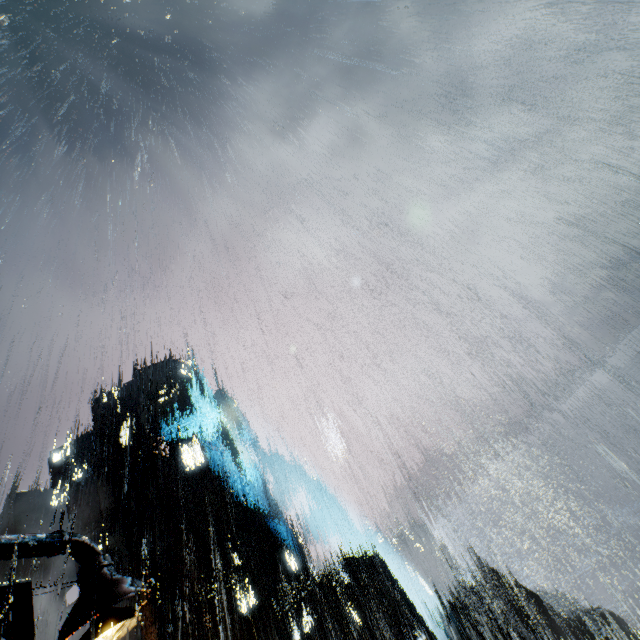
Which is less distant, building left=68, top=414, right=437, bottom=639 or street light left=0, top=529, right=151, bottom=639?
street light left=0, top=529, right=151, bottom=639

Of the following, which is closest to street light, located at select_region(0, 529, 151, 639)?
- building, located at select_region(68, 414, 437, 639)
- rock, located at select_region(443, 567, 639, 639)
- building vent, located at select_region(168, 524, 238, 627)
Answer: building, located at select_region(68, 414, 437, 639)

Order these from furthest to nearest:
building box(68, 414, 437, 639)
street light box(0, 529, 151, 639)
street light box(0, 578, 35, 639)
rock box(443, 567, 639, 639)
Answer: rock box(443, 567, 639, 639) → building box(68, 414, 437, 639) → street light box(0, 529, 151, 639) → street light box(0, 578, 35, 639)

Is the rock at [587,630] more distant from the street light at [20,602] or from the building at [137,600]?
the street light at [20,602]

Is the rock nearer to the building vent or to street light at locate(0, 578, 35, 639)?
the building vent

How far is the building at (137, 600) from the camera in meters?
22.8

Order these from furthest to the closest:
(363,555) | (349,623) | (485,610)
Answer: (485,610) < (363,555) < (349,623)

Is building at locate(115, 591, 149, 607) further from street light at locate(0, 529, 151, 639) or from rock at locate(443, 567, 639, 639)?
rock at locate(443, 567, 639, 639)
